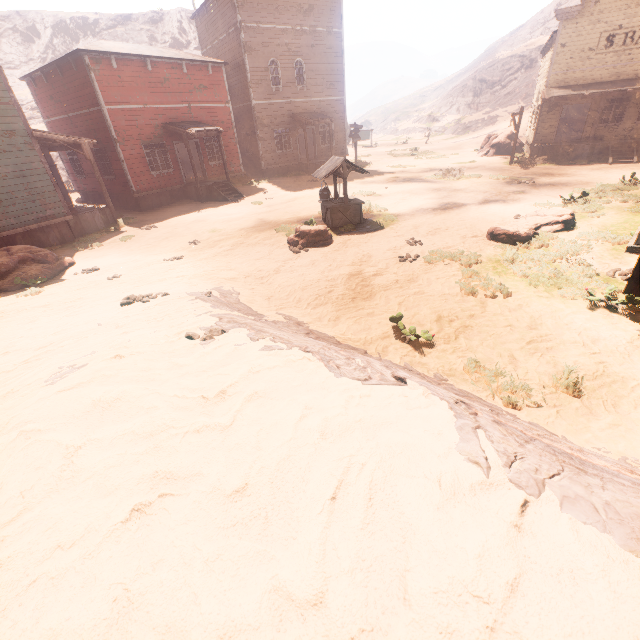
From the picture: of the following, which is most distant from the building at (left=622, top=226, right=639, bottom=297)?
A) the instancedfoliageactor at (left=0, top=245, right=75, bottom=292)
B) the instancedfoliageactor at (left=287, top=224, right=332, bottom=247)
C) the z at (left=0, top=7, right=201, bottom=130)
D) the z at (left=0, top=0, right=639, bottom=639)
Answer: the z at (left=0, top=7, right=201, bottom=130)

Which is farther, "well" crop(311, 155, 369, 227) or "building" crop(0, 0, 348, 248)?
"building" crop(0, 0, 348, 248)

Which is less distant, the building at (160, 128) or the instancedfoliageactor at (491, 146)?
the building at (160, 128)

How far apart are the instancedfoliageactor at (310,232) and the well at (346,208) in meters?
0.7

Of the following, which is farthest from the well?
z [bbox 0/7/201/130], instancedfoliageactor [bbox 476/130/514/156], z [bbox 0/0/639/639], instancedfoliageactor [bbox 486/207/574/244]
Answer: z [bbox 0/7/201/130]

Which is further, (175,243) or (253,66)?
(253,66)

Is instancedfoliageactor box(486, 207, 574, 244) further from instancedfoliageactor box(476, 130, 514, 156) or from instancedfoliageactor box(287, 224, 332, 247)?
instancedfoliageactor box(476, 130, 514, 156)
